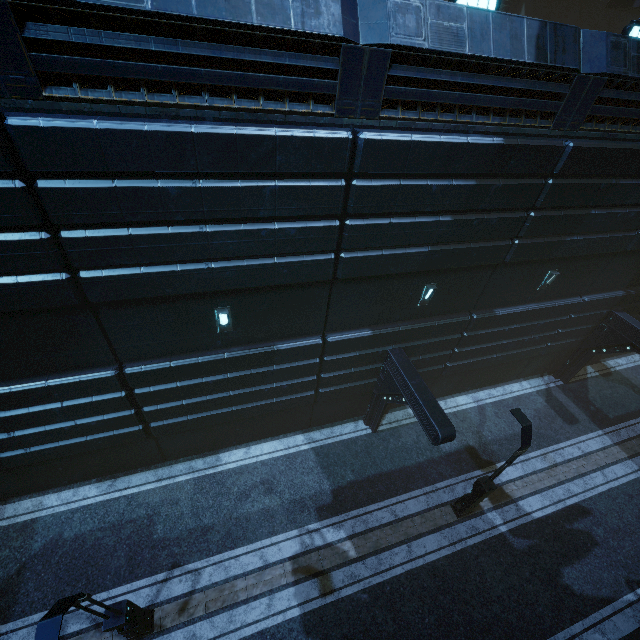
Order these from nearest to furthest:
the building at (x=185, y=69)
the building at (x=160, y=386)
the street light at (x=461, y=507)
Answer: the building at (x=185, y=69)
the building at (x=160, y=386)
the street light at (x=461, y=507)

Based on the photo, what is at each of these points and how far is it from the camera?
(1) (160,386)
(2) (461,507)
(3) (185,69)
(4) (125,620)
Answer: (1) building, 9.7 meters
(2) street light, 12.0 meters
(3) building, 5.4 meters
(4) street light, 7.7 meters

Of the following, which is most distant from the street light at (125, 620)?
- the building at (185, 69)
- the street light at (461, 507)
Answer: the street light at (461, 507)

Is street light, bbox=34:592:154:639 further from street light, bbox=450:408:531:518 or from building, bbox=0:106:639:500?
street light, bbox=450:408:531:518

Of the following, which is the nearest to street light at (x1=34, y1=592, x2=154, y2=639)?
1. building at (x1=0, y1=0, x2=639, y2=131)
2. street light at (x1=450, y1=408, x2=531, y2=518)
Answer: building at (x1=0, y1=0, x2=639, y2=131)

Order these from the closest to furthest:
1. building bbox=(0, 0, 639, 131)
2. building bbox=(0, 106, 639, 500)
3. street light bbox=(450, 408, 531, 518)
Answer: building bbox=(0, 0, 639, 131)
building bbox=(0, 106, 639, 500)
street light bbox=(450, 408, 531, 518)
